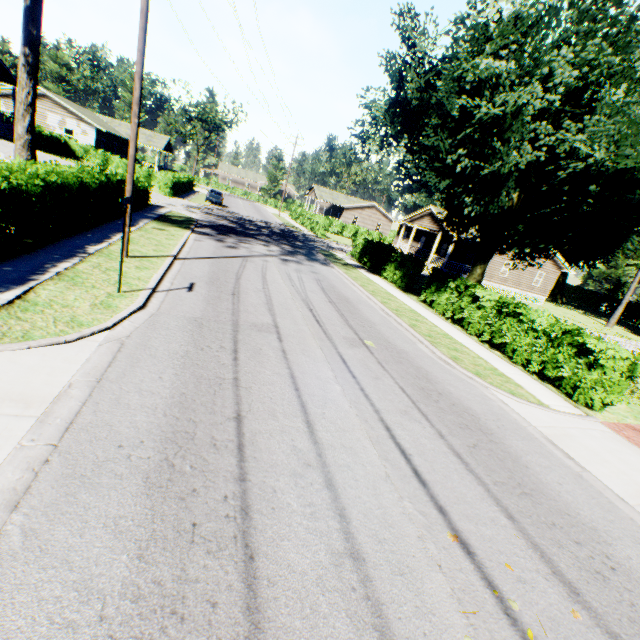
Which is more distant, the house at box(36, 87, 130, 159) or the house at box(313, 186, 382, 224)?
the house at box(313, 186, 382, 224)

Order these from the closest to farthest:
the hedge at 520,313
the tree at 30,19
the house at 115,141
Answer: the hedge at 520,313 → the tree at 30,19 → the house at 115,141

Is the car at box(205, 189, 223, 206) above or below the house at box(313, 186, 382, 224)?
below

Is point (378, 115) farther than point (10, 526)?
Yes

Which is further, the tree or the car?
the car

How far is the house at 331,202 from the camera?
57.50m

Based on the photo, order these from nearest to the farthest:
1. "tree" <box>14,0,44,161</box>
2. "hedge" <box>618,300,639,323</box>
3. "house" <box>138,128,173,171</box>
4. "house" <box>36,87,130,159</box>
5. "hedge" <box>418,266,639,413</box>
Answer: "hedge" <box>418,266,639,413</box>
"tree" <box>14,0,44,161</box>
"house" <box>36,87,130,159</box>
"house" <box>138,128,173,171</box>
"hedge" <box>618,300,639,323</box>

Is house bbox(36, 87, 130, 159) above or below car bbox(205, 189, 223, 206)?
above
